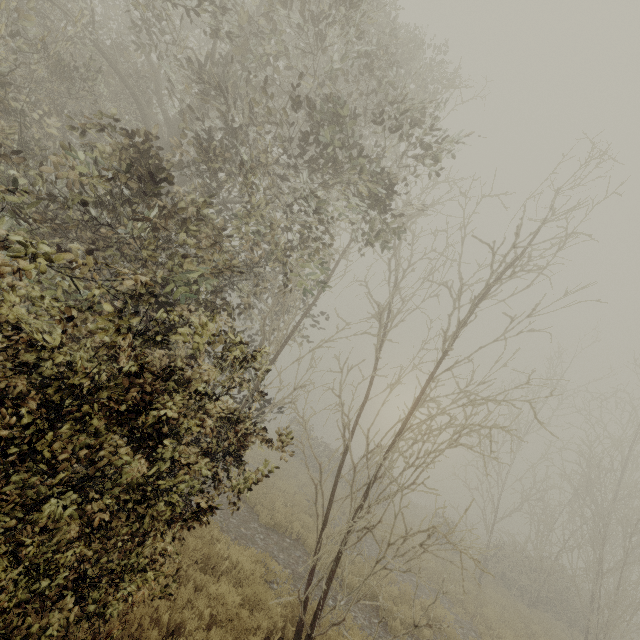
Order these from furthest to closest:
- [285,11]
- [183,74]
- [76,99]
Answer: [183,74] → [76,99] → [285,11]
